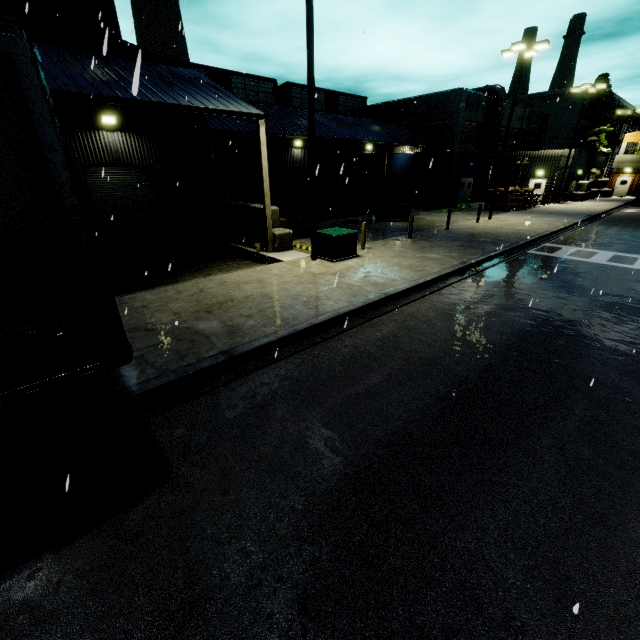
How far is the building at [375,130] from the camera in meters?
28.4

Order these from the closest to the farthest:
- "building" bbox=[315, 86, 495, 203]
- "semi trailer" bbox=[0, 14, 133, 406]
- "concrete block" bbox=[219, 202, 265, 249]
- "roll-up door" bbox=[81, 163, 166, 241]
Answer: "semi trailer" bbox=[0, 14, 133, 406], "roll-up door" bbox=[81, 163, 166, 241], "concrete block" bbox=[219, 202, 265, 249], "building" bbox=[315, 86, 495, 203]

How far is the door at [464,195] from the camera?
34.7m

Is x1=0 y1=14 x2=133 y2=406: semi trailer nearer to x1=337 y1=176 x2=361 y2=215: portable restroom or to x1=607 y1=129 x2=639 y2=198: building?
x1=607 y1=129 x2=639 y2=198: building

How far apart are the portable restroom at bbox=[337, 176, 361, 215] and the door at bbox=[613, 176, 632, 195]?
41.0m

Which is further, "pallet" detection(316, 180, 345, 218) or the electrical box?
"pallet" detection(316, 180, 345, 218)

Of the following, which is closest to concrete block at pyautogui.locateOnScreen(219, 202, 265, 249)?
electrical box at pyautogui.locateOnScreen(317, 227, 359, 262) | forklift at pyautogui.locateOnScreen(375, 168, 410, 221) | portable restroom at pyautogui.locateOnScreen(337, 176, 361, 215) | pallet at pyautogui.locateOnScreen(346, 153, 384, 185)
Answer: electrical box at pyautogui.locateOnScreen(317, 227, 359, 262)

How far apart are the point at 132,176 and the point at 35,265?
16.4 meters
